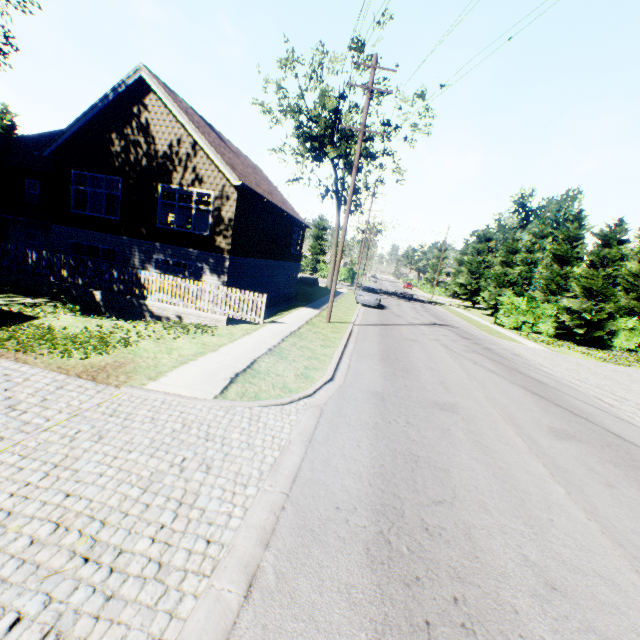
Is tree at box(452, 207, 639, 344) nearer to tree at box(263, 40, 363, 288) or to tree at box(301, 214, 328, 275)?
tree at box(301, 214, 328, 275)

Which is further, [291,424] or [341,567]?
[291,424]

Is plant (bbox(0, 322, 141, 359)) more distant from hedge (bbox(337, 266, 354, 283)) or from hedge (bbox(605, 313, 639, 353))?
hedge (bbox(605, 313, 639, 353))

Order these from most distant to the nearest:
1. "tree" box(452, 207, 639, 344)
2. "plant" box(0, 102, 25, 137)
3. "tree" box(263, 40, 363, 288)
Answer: "plant" box(0, 102, 25, 137) < "tree" box(263, 40, 363, 288) < "tree" box(452, 207, 639, 344)

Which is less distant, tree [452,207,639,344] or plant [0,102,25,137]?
tree [452,207,639,344]

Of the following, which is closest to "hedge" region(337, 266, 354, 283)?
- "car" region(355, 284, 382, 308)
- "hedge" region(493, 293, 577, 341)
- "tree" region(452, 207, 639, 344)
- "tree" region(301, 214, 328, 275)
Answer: "tree" region(301, 214, 328, 275)

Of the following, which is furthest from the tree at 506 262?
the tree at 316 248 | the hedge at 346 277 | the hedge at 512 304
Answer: the tree at 316 248

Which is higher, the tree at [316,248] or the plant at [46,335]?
the tree at [316,248]
